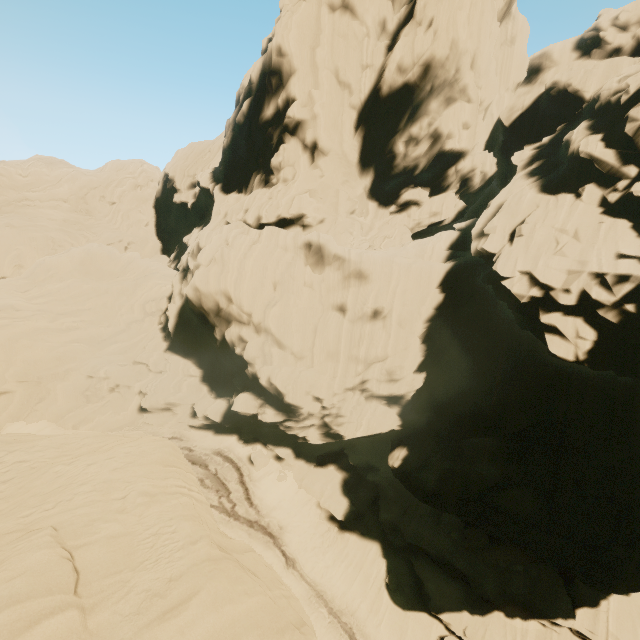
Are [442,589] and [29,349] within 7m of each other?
no
